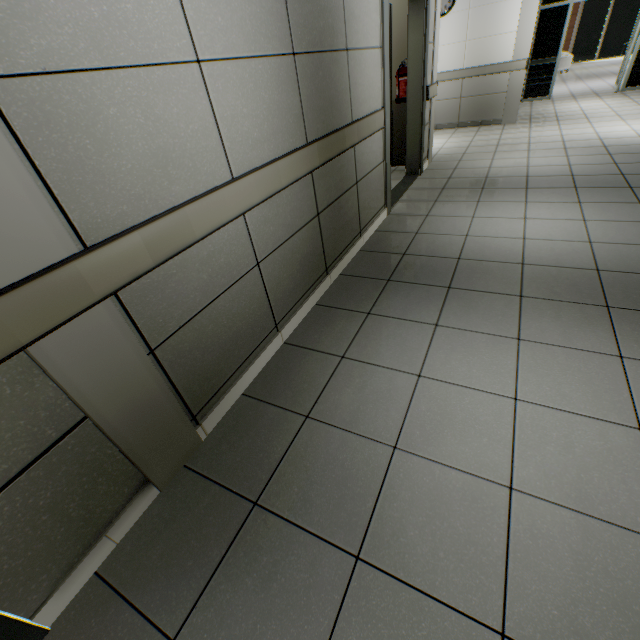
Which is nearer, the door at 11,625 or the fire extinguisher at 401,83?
the door at 11,625

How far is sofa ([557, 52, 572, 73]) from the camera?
13.5m

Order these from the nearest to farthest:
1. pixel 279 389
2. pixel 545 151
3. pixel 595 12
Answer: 1. pixel 279 389
2. pixel 545 151
3. pixel 595 12

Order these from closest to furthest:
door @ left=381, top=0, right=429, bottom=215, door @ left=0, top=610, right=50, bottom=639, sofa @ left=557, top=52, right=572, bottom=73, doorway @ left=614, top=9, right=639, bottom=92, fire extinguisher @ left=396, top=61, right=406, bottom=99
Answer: door @ left=0, top=610, right=50, bottom=639 → door @ left=381, top=0, right=429, bottom=215 → fire extinguisher @ left=396, top=61, right=406, bottom=99 → doorway @ left=614, top=9, right=639, bottom=92 → sofa @ left=557, top=52, right=572, bottom=73

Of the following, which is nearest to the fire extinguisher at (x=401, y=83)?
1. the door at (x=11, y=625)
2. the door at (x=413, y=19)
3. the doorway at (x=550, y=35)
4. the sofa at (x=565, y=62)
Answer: the door at (x=413, y=19)

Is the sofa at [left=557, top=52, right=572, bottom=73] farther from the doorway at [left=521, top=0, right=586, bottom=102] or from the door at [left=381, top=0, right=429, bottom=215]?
the door at [left=381, top=0, right=429, bottom=215]

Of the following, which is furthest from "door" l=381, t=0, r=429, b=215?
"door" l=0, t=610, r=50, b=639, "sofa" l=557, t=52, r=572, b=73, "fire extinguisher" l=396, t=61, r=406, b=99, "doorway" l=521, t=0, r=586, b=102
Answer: "sofa" l=557, t=52, r=572, b=73

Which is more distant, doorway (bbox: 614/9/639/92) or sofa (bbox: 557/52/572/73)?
sofa (bbox: 557/52/572/73)
